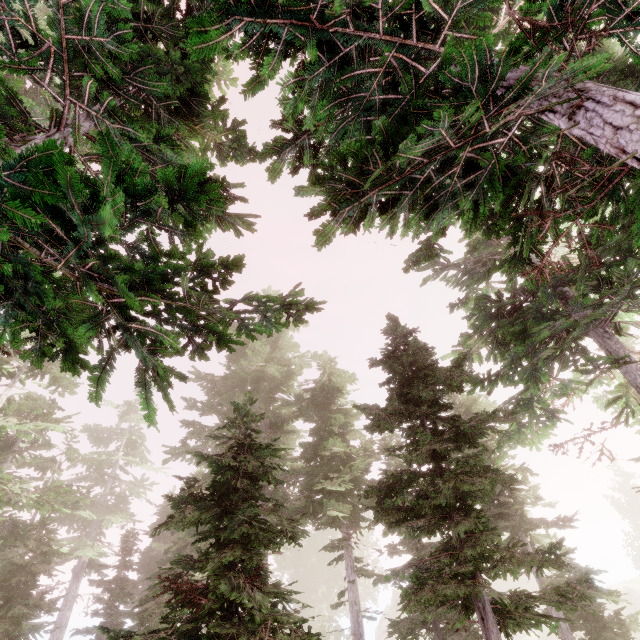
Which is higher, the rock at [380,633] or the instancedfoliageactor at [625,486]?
the instancedfoliageactor at [625,486]

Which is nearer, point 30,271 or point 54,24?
point 30,271

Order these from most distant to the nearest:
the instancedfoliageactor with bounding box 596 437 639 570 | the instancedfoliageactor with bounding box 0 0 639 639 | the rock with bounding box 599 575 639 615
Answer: the rock with bounding box 599 575 639 615 → the instancedfoliageactor with bounding box 596 437 639 570 → the instancedfoliageactor with bounding box 0 0 639 639

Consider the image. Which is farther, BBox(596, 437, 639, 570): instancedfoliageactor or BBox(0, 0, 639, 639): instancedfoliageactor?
BBox(596, 437, 639, 570): instancedfoliageactor

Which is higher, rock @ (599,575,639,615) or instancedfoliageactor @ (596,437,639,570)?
instancedfoliageactor @ (596,437,639,570)

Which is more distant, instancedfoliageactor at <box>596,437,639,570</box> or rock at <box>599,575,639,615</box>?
rock at <box>599,575,639,615</box>

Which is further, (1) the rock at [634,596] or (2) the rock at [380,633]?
(1) the rock at [634,596]

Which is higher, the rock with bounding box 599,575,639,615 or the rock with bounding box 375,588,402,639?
the rock with bounding box 599,575,639,615
